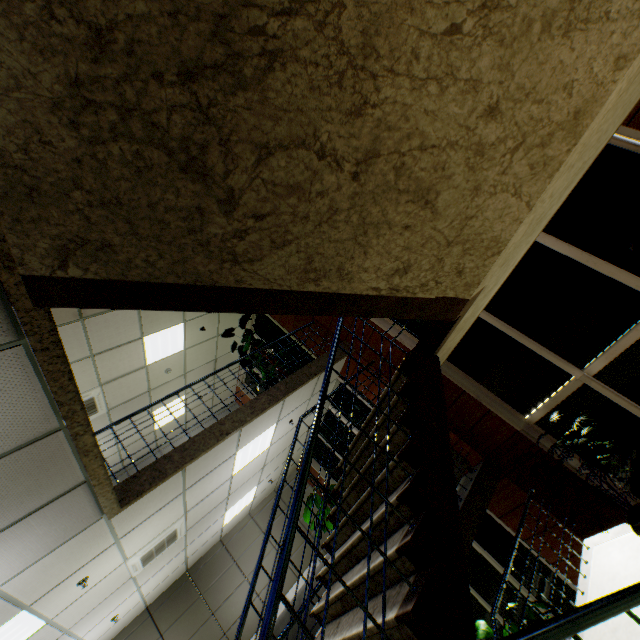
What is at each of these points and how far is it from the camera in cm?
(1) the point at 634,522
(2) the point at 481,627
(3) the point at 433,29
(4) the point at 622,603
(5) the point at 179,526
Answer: (1) flower pot, 407
(2) pills, 705
(3) stairs, 142
(4) stairs, 132
(5) air conditioning vent, 580

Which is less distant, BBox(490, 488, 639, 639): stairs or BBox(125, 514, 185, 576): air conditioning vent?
BBox(490, 488, 639, 639): stairs

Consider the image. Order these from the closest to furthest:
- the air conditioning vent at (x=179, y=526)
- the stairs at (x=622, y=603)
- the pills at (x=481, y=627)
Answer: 1. the stairs at (x=622, y=603)
2. the air conditioning vent at (x=179, y=526)
3. the pills at (x=481, y=627)

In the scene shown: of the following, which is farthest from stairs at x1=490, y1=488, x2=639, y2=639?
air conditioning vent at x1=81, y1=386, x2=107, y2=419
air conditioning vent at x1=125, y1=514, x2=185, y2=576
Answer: air conditioning vent at x1=81, y1=386, x2=107, y2=419

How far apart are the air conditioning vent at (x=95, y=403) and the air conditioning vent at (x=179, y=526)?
3.4 meters

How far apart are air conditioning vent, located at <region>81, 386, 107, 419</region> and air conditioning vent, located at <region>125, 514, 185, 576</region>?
3.43m

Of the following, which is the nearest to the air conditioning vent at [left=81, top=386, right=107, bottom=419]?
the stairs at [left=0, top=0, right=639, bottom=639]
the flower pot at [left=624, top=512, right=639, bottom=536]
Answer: the stairs at [left=0, top=0, right=639, bottom=639]

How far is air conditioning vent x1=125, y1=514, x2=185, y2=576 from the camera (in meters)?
5.27
